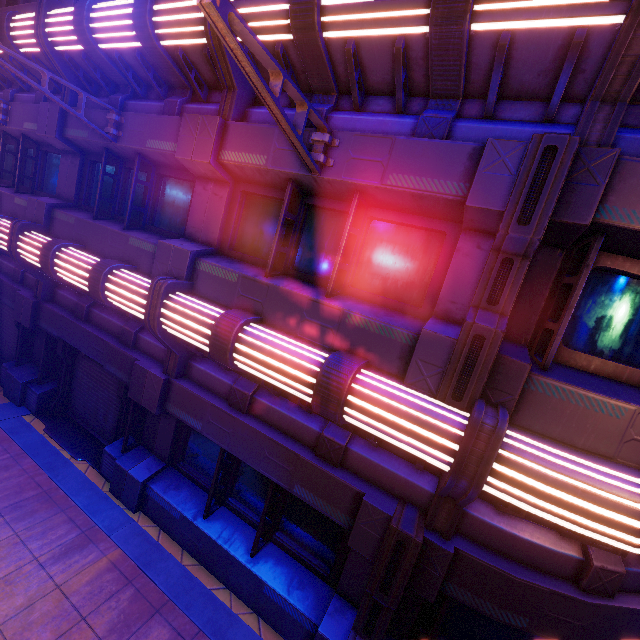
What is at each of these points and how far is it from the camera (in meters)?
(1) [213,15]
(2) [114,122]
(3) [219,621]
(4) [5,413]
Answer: (1) street light, 2.65
(2) street light, 6.50
(3) beam, 5.10
(4) pillar, 8.18

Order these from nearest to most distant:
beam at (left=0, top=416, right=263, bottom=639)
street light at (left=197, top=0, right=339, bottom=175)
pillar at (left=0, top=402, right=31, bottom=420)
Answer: street light at (left=197, top=0, right=339, bottom=175) → beam at (left=0, top=416, right=263, bottom=639) → pillar at (left=0, top=402, right=31, bottom=420)

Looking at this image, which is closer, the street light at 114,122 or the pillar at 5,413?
the street light at 114,122

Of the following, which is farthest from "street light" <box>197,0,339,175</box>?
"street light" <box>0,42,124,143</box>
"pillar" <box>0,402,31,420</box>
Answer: "pillar" <box>0,402,31,420</box>

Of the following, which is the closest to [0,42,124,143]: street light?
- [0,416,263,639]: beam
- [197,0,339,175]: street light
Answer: [197,0,339,175]: street light

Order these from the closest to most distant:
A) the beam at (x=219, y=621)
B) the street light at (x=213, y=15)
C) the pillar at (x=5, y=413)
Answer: the street light at (x=213, y=15), the beam at (x=219, y=621), the pillar at (x=5, y=413)

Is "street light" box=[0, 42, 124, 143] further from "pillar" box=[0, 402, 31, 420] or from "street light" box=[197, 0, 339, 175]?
"pillar" box=[0, 402, 31, 420]

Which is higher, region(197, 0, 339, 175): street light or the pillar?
region(197, 0, 339, 175): street light
